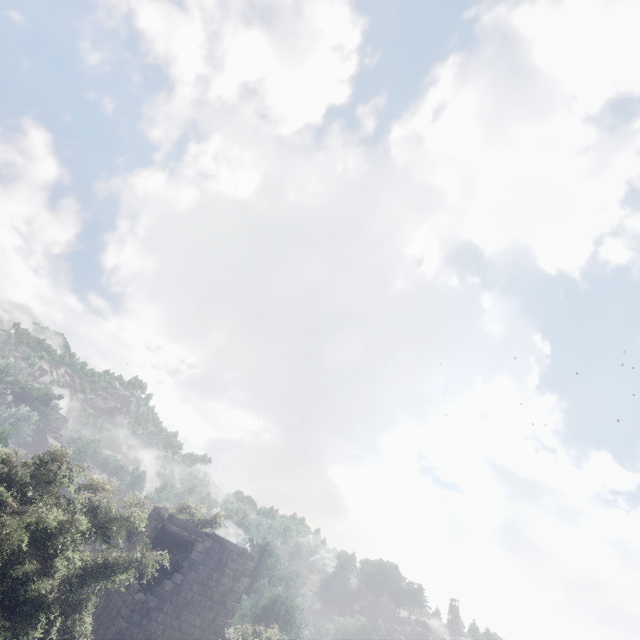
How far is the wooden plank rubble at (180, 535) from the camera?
19.4m

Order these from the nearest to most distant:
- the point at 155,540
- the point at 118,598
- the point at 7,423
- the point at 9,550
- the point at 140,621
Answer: the point at 9,550 < the point at 140,621 < the point at 118,598 < the point at 155,540 < the point at 7,423

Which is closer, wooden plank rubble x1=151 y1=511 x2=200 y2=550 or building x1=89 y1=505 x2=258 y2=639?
building x1=89 y1=505 x2=258 y2=639

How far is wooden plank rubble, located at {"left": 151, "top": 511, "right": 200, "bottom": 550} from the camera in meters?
19.4 m

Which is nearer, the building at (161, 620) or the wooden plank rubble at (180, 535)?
the building at (161, 620)
